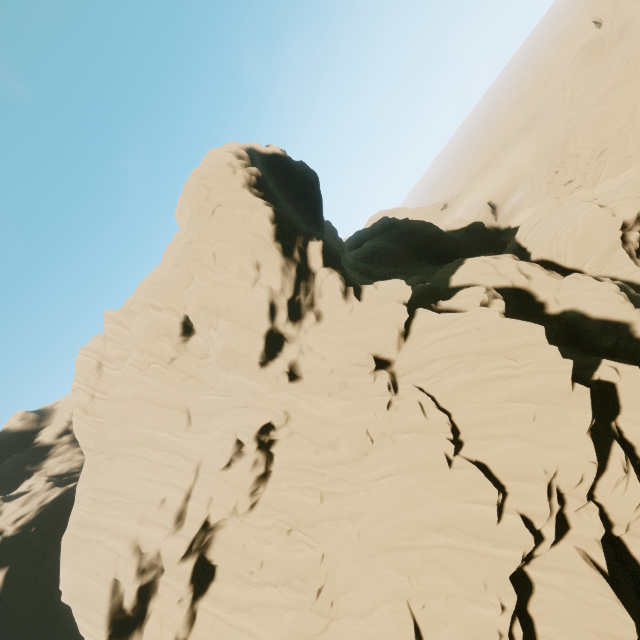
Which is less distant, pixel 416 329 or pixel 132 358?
pixel 416 329
